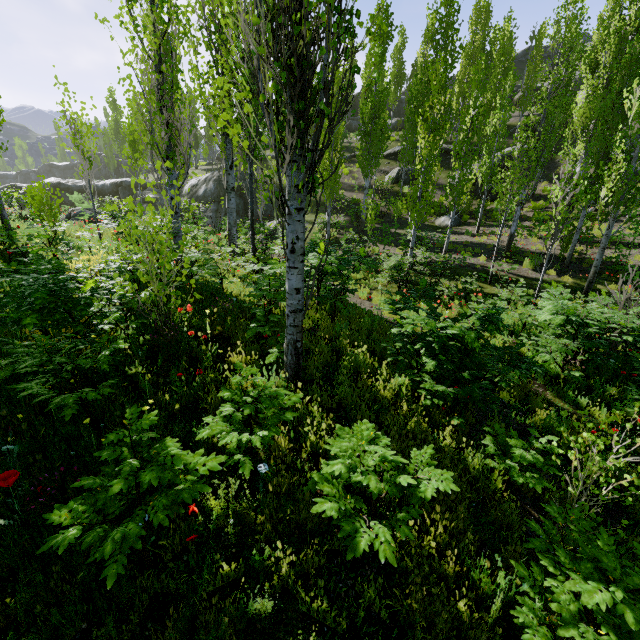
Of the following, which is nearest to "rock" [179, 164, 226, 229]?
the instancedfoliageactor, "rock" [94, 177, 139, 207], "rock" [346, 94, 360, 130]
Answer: "rock" [94, 177, 139, 207]

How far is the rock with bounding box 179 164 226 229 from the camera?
27.1 meters

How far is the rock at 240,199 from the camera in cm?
2723

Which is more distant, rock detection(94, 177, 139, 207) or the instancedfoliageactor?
rock detection(94, 177, 139, 207)

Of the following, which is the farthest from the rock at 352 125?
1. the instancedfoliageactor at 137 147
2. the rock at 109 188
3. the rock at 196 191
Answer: the rock at 109 188

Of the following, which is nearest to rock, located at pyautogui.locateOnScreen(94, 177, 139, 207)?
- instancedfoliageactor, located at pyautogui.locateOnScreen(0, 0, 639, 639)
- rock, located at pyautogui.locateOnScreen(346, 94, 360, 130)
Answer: instancedfoliageactor, located at pyautogui.locateOnScreen(0, 0, 639, 639)

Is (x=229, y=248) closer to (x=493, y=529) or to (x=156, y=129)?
(x=156, y=129)

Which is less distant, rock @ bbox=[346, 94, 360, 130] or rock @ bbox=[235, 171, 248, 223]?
rock @ bbox=[235, 171, 248, 223]
